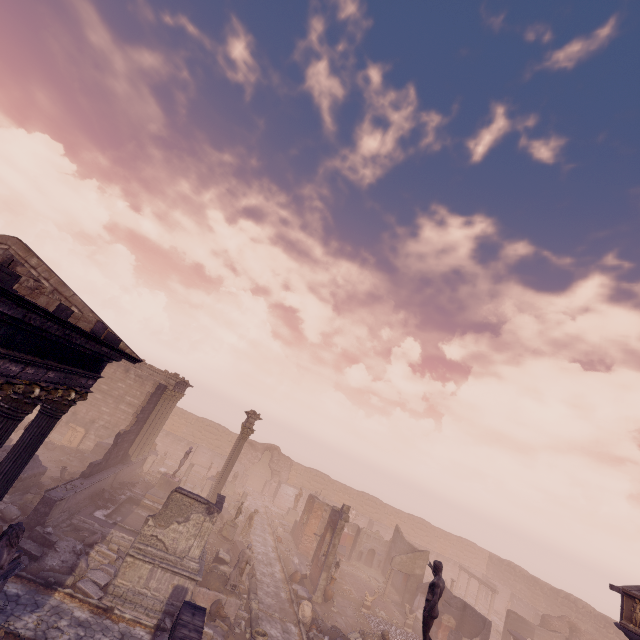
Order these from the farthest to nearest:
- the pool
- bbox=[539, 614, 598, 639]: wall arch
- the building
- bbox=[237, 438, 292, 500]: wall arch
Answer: bbox=[237, 438, 292, 500]: wall arch, bbox=[539, 614, 598, 639]: wall arch, the pool, the building

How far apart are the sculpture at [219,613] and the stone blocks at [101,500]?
9.0 meters

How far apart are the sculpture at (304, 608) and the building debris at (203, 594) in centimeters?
336cm

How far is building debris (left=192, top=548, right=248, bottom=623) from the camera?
13.62m

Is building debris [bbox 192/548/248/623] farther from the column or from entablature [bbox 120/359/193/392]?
entablature [bbox 120/359/193/392]

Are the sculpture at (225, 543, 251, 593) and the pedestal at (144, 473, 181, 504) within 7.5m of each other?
no

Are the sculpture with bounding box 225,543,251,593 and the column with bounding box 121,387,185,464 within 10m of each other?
no

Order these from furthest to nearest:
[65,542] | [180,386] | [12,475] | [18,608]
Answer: [180,386] → [65,542] → [18,608] → [12,475]
